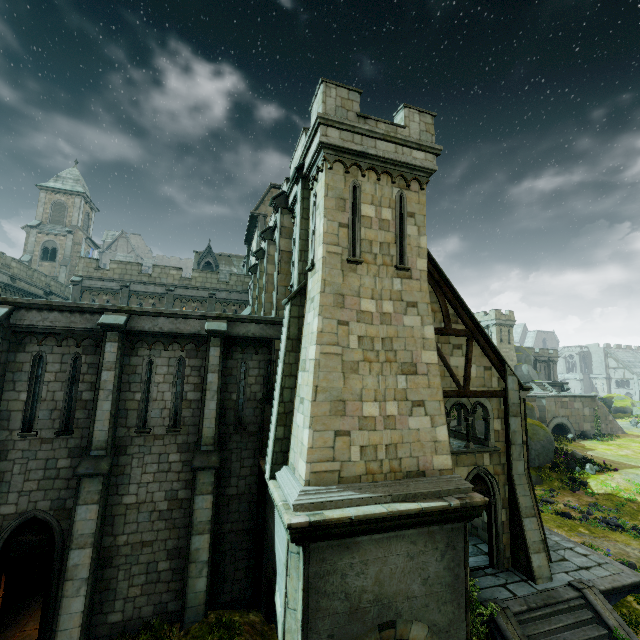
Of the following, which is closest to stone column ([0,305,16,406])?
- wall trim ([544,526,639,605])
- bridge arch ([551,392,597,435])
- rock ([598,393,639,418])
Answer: wall trim ([544,526,639,605])

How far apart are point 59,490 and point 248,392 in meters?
6.3

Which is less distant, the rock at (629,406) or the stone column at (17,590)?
the stone column at (17,590)

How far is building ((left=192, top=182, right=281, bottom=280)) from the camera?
26.06m

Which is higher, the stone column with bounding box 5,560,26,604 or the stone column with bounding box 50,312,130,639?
the stone column with bounding box 50,312,130,639

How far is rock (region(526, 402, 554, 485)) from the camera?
26.0 meters

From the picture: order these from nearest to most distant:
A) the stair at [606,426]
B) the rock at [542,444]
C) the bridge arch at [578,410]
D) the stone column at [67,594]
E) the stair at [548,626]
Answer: the stone column at [67,594]
the stair at [548,626]
the rock at [542,444]
the bridge arch at [578,410]
the stair at [606,426]

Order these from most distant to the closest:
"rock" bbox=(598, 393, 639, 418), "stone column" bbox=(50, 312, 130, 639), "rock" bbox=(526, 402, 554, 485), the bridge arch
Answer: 1. "rock" bbox=(598, 393, 639, 418)
2. the bridge arch
3. "rock" bbox=(526, 402, 554, 485)
4. "stone column" bbox=(50, 312, 130, 639)
